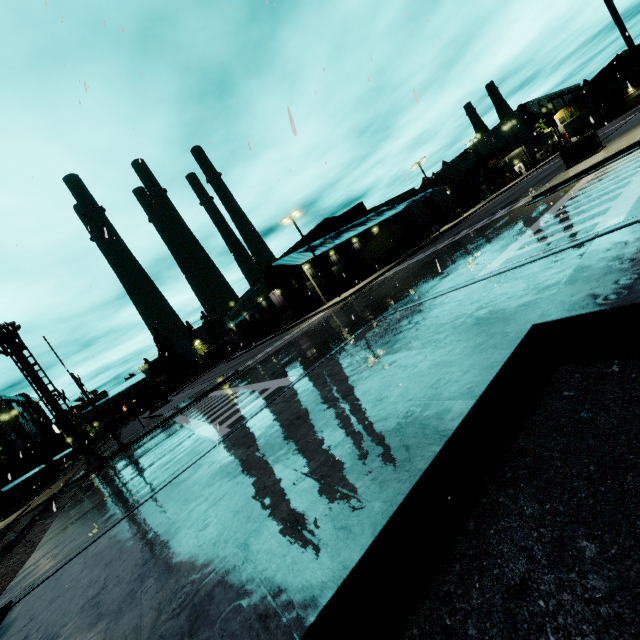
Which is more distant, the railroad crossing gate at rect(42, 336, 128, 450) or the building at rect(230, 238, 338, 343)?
the building at rect(230, 238, 338, 343)

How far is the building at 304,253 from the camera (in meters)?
40.40

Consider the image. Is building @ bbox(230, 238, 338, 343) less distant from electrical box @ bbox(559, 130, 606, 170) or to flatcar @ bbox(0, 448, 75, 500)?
flatcar @ bbox(0, 448, 75, 500)

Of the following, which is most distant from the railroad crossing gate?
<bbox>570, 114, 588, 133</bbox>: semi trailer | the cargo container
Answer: <bbox>570, 114, 588, 133</bbox>: semi trailer

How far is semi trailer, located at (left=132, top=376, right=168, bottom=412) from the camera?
36.97m

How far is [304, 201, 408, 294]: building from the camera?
41.9m

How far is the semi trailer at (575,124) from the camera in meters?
58.9

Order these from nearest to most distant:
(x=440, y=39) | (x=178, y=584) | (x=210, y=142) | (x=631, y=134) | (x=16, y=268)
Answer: (x=178, y=584)
(x=210, y=142)
(x=16, y=268)
(x=440, y=39)
(x=631, y=134)
